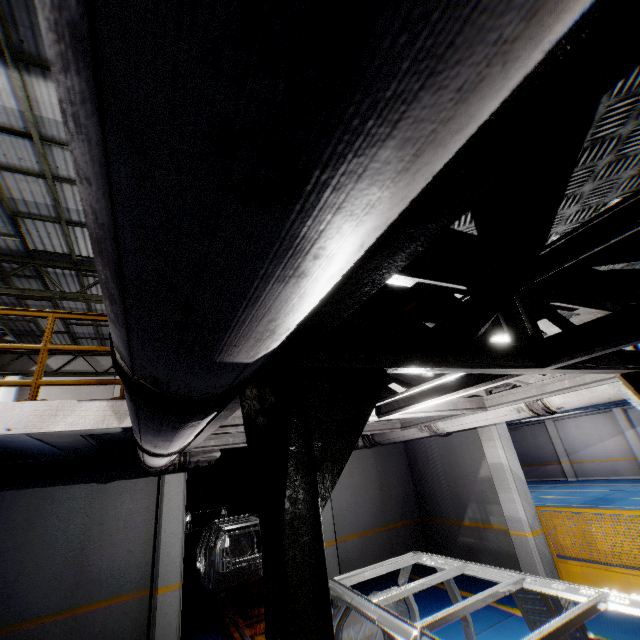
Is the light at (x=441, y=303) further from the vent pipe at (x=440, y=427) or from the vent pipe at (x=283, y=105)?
the vent pipe at (x=440, y=427)

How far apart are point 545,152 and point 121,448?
8.7 meters

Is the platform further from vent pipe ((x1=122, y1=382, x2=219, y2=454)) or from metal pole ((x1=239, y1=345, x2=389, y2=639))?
vent pipe ((x1=122, y1=382, x2=219, y2=454))

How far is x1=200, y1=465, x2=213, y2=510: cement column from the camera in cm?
1447

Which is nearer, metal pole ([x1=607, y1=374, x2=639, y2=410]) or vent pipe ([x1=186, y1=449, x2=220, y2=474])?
metal pole ([x1=607, y1=374, x2=639, y2=410])

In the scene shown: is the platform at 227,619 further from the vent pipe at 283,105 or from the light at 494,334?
the light at 494,334

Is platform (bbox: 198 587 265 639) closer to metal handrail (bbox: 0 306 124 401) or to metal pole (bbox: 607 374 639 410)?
metal pole (bbox: 607 374 639 410)

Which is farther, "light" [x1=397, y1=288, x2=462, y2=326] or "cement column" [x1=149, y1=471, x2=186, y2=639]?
"cement column" [x1=149, y1=471, x2=186, y2=639]
